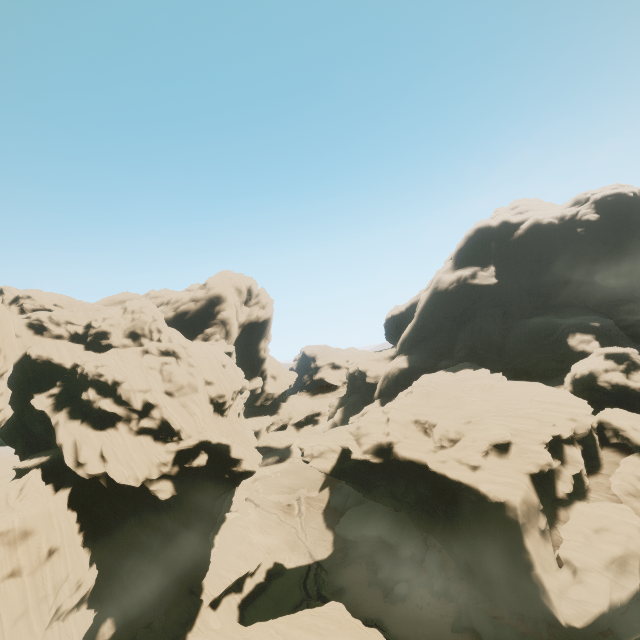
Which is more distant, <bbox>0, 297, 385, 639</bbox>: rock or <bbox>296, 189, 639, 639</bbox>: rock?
<bbox>0, 297, 385, 639</bbox>: rock

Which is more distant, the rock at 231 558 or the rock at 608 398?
the rock at 231 558

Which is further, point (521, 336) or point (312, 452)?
point (521, 336)
